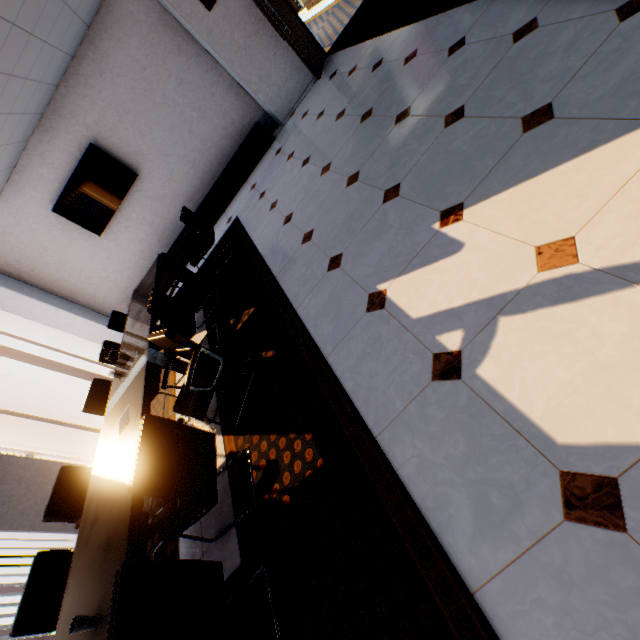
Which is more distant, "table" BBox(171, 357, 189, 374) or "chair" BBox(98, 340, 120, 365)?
"chair" BBox(98, 340, 120, 365)

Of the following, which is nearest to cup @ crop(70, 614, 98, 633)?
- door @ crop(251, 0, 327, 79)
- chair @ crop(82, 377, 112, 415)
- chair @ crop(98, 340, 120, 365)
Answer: chair @ crop(82, 377, 112, 415)

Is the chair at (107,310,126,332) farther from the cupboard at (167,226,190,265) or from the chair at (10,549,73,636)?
the chair at (10,549,73,636)

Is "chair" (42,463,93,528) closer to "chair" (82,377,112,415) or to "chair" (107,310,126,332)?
"chair" (82,377,112,415)

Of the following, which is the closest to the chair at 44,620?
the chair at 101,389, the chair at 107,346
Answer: the chair at 101,389

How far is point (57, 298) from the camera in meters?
6.5 m

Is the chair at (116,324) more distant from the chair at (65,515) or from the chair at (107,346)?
the chair at (65,515)

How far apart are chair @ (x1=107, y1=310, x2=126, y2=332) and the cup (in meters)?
3.97
